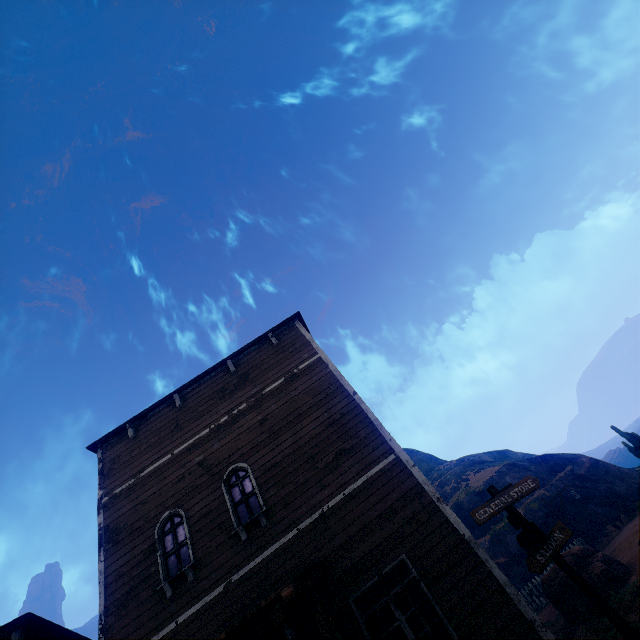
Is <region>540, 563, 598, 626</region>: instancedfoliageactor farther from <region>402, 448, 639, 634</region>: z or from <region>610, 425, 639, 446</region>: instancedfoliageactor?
<region>610, 425, 639, 446</region>: instancedfoliageactor

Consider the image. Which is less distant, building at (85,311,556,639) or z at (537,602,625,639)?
building at (85,311,556,639)

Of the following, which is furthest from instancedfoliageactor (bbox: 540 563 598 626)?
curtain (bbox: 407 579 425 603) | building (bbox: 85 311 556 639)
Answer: curtain (bbox: 407 579 425 603)

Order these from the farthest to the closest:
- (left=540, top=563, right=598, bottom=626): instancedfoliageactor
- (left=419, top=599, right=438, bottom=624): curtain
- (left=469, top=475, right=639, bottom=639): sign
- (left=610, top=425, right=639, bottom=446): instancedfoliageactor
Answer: (left=610, top=425, right=639, bottom=446): instancedfoliageactor
(left=540, top=563, right=598, bottom=626): instancedfoliageactor
(left=419, top=599, right=438, bottom=624): curtain
(left=469, top=475, right=639, bottom=639): sign

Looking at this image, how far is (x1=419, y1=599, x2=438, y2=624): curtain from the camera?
6.0 meters

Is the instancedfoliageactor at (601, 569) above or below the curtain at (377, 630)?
below

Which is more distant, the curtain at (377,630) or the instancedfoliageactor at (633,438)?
the instancedfoliageactor at (633,438)

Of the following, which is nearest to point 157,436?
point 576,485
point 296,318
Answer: point 296,318
